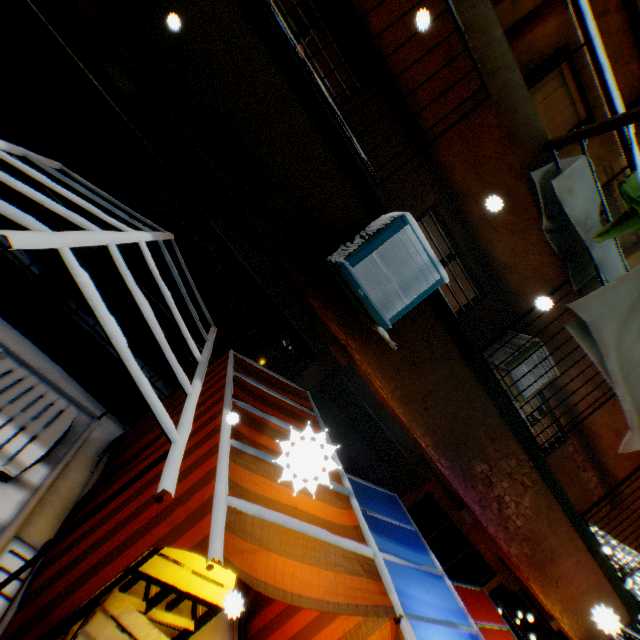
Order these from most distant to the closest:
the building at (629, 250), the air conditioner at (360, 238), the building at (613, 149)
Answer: the building at (629, 250) → the building at (613, 149) → the air conditioner at (360, 238)

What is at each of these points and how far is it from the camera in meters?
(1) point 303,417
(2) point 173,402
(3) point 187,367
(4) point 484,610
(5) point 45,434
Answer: (1) tent, 4.1 m
(2) tent, 4.3 m
(3) building, 5.3 m
(4) tent, 6.3 m
(5) wooden pallet, 3.6 m

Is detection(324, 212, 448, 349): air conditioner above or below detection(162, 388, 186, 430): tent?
above

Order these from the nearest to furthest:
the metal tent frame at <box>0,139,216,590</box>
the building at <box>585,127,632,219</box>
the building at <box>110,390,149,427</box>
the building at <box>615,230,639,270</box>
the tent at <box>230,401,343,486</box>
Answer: the tent at <box>230,401,343,486</box> < the metal tent frame at <box>0,139,216,590</box> < the building at <box>585,127,632,219</box> < the building at <box>110,390,149,427</box> < the building at <box>615,230,639,270</box>

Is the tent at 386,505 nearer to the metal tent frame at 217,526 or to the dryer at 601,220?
the metal tent frame at 217,526

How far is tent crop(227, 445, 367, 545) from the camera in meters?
2.3

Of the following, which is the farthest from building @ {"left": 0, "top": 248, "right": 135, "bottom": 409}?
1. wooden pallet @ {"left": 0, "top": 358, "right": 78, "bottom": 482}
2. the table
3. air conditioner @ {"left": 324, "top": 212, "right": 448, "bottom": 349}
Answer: the table
